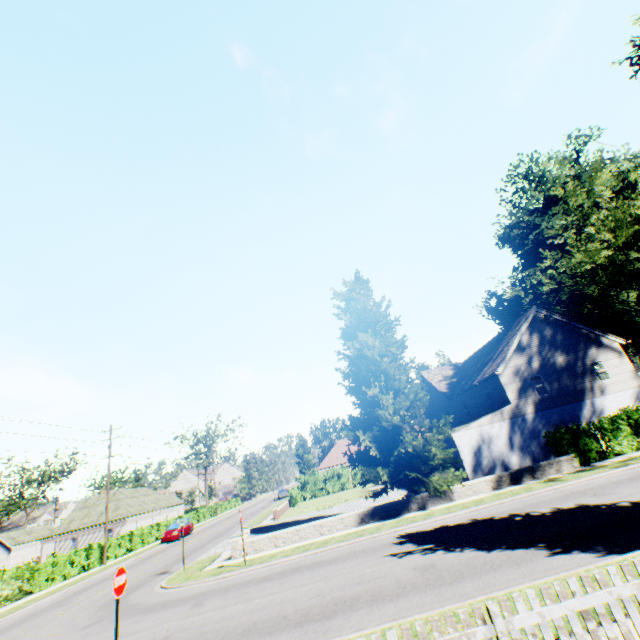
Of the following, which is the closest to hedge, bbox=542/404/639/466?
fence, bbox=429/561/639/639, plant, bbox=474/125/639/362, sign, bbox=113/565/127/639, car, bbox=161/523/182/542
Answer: plant, bbox=474/125/639/362

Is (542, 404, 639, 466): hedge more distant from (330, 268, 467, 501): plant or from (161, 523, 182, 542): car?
(161, 523, 182, 542): car

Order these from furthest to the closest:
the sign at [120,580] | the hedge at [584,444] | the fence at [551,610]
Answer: the hedge at [584,444]
the sign at [120,580]
the fence at [551,610]

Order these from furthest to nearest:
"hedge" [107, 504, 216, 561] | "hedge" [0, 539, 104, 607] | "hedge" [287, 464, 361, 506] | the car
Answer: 1. "hedge" [287, 464, 361, 506]
2. the car
3. "hedge" [107, 504, 216, 561]
4. "hedge" [0, 539, 104, 607]

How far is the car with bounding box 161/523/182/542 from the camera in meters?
33.5 m

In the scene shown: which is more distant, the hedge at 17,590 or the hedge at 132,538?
the hedge at 132,538

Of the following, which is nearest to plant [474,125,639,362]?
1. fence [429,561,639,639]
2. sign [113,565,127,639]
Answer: fence [429,561,639,639]

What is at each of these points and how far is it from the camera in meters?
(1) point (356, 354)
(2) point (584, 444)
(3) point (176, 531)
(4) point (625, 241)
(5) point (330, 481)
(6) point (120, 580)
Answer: (1) plant, 21.8 m
(2) hedge, 19.3 m
(3) car, 34.0 m
(4) plant, 17.2 m
(5) hedge, 44.9 m
(6) sign, 6.7 m
